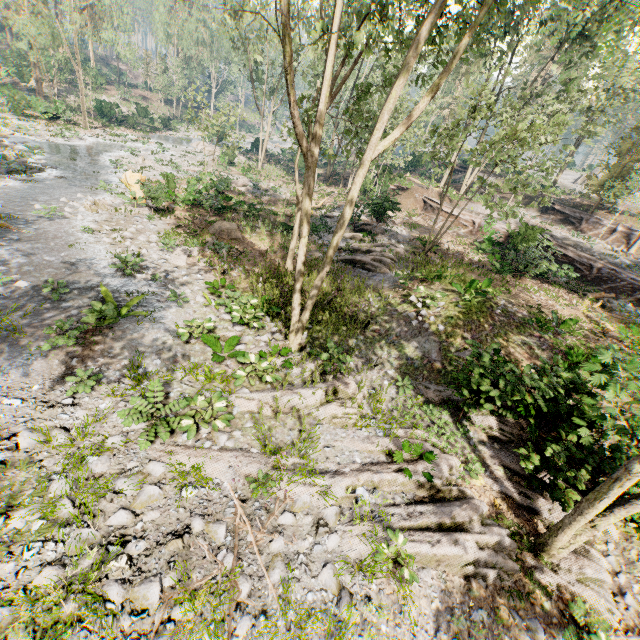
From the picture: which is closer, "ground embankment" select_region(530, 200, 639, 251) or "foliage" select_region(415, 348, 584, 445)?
"foliage" select_region(415, 348, 584, 445)

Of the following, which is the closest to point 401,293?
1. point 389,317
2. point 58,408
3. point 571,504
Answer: point 389,317

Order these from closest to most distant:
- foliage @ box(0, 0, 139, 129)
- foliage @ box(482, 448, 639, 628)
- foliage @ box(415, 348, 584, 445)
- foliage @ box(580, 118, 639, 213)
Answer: foliage @ box(482, 448, 639, 628) → foliage @ box(415, 348, 584, 445) → foliage @ box(580, 118, 639, 213) → foliage @ box(0, 0, 139, 129)

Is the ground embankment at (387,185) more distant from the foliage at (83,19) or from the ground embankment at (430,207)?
the ground embankment at (430,207)

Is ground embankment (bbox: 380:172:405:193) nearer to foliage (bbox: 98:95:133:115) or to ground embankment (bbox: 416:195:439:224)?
foliage (bbox: 98:95:133:115)

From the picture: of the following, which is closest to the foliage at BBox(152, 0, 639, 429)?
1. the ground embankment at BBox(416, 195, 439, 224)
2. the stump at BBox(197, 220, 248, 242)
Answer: the ground embankment at BBox(416, 195, 439, 224)

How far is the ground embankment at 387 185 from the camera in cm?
2111

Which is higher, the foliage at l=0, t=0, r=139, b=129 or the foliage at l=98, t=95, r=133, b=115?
the foliage at l=0, t=0, r=139, b=129
